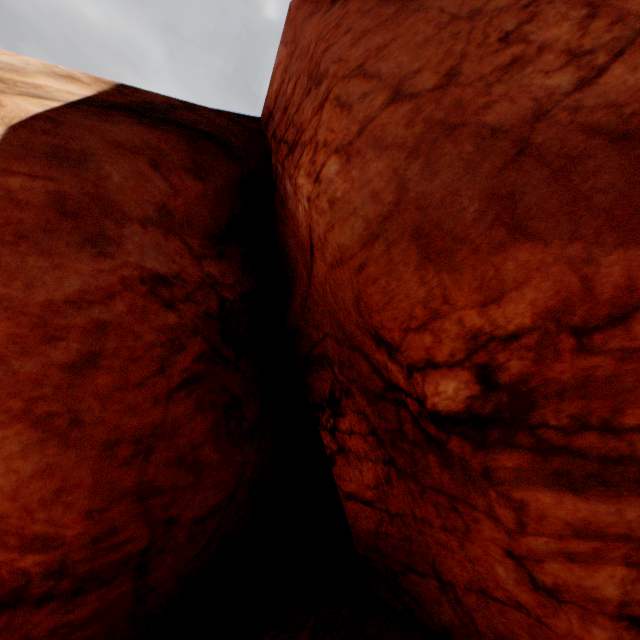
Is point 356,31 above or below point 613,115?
above
